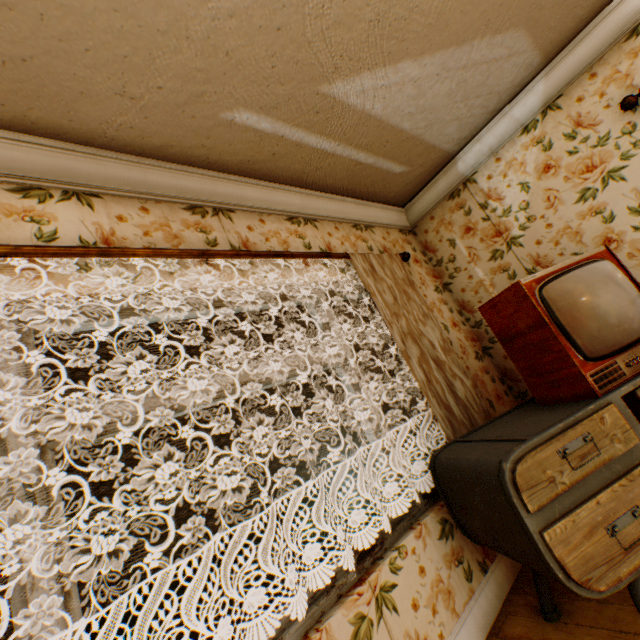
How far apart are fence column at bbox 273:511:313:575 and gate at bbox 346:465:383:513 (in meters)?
4.37

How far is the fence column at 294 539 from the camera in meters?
14.4 m

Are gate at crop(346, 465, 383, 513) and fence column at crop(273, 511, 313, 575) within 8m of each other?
yes

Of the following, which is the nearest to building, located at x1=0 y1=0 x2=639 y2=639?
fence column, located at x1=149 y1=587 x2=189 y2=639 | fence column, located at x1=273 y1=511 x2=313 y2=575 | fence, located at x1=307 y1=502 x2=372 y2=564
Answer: fence column, located at x1=149 y1=587 x2=189 y2=639

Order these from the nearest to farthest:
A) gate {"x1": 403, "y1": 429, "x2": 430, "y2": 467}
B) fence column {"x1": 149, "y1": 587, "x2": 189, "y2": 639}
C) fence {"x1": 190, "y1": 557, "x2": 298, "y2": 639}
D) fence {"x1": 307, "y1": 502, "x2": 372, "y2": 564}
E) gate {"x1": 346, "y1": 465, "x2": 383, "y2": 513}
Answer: fence column {"x1": 149, "y1": 587, "x2": 189, "y2": 639}, fence {"x1": 190, "y1": 557, "x2": 298, "y2": 639}, fence {"x1": 307, "y1": 502, "x2": 372, "y2": 564}, gate {"x1": 346, "y1": 465, "x2": 383, "y2": 513}, gate {"x1": 403, "y1": 429, "x2": 430, "y2": 467}

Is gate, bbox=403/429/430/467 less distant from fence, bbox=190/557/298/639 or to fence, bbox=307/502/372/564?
fence, bbox=307/502/372/564

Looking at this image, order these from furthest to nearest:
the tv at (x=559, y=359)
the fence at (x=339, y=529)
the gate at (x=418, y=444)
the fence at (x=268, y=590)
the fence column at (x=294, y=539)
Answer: the gate at (x=418, y=444) → the fence at (x=339, y=529) → the fence column at (x=294, y=539) → the fence at (x=268, y=590) → the tv at (x=559, y=359)

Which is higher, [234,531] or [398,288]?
[398,288]
